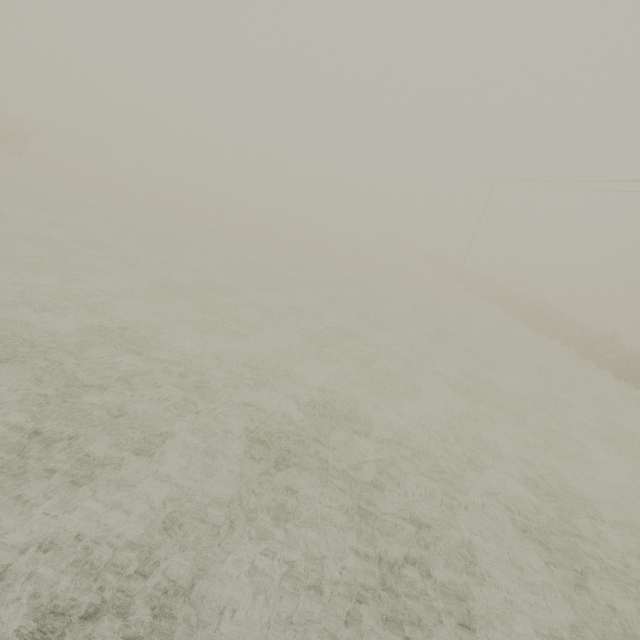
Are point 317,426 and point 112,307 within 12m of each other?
yes

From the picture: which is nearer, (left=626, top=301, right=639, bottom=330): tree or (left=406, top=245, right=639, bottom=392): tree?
(left=406, top=245, right=639, bottom=392): tree

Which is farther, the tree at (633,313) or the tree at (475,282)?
the tree at (633,313)
